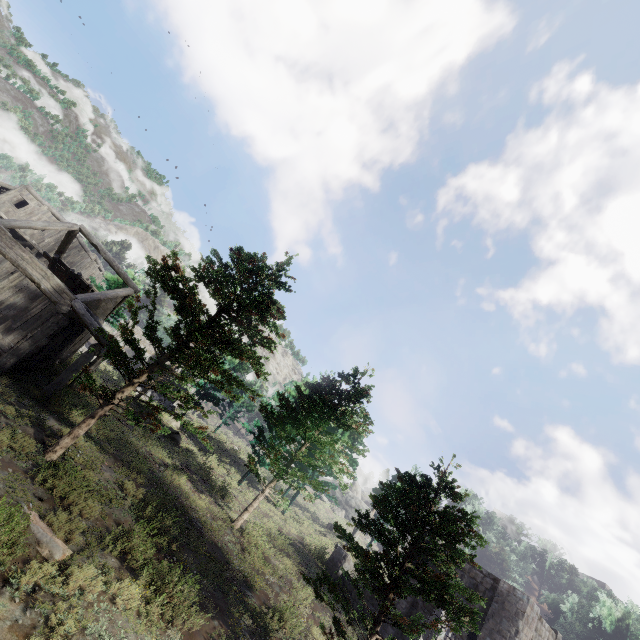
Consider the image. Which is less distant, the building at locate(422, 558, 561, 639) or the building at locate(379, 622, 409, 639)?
the building at locate(422, 558, 561, 639)

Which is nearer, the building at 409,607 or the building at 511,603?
the building at 511,603

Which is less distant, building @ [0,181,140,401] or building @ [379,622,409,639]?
building @ [0,181,140,401]

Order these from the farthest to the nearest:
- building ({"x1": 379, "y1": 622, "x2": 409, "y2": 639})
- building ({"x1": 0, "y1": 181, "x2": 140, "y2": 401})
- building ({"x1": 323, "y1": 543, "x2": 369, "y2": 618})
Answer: building ({"x1": 323, "y1": 543, "x2": 369, "y2": 618}) → building ({"x1": 379, "y1": 622, "x2": 409, "y2": 639}) → building ({"x1": 0, "y1": 181, "x2": 140, "y2": 401})

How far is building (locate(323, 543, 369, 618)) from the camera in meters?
18.3

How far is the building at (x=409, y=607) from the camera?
16.41m

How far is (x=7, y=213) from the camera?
25.9m
